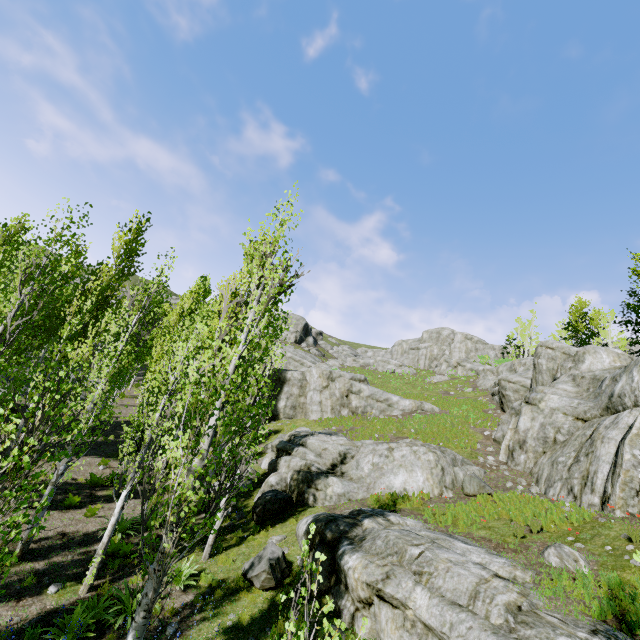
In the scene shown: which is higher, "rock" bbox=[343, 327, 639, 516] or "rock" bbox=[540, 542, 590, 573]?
"rock" bbox=[343, 327, 639, 516]

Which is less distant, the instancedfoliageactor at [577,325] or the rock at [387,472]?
the rock at [387,472]

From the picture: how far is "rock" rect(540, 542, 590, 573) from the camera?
8.2 meters

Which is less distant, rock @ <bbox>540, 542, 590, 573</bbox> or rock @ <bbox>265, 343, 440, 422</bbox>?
rock @ <bbox>540, 542, 590, 573</bbox>

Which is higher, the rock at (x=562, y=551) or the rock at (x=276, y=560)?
the rock at (x=562, y=551)

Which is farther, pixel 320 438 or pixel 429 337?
pixel 429 337
